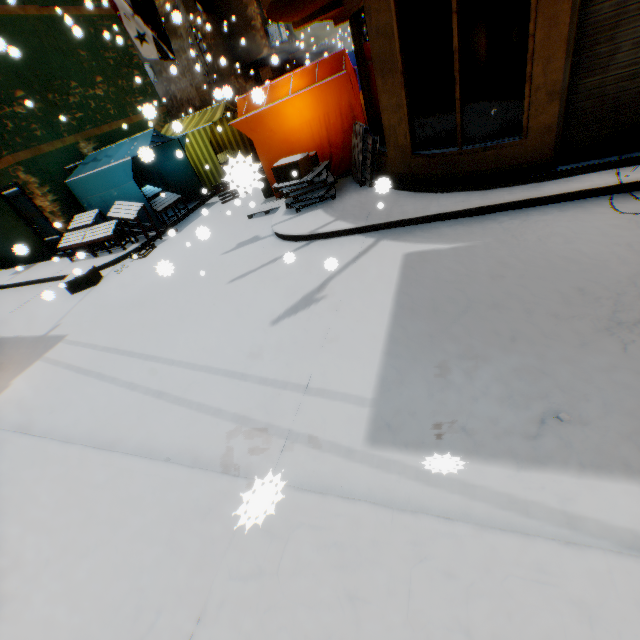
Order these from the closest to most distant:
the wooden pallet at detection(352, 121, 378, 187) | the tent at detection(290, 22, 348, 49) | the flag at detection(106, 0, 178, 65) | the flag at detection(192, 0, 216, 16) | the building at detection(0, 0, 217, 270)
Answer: the flag at detection(192, 0, 216, 16), the flag at detection(106, 0, 178, 65), the wooden pallet at detection(352, 121, 378, 187), the building at detection(0, 0, 217, 270), the tent at detection(290, 22, 348, 49)

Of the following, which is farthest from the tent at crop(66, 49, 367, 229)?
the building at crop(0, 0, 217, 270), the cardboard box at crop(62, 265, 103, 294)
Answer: the cardboard box at crop(62, 265, 103, 294)

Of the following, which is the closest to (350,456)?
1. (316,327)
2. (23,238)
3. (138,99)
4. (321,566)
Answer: (321,566)

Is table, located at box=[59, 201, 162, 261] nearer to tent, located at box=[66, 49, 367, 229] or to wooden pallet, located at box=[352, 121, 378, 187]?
tent, located at box=[66, 49, 367, 229]

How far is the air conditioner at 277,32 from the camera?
16.3 meters

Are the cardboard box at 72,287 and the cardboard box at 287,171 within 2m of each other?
no

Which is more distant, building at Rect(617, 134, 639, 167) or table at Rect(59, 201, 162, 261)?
table at Rect(59, 201, 162, 261)

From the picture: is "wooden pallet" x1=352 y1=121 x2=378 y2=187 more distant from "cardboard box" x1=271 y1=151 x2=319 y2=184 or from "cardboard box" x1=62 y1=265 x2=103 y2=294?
"cardboard box" x1=62 y1=265 x2=103 y2=294
